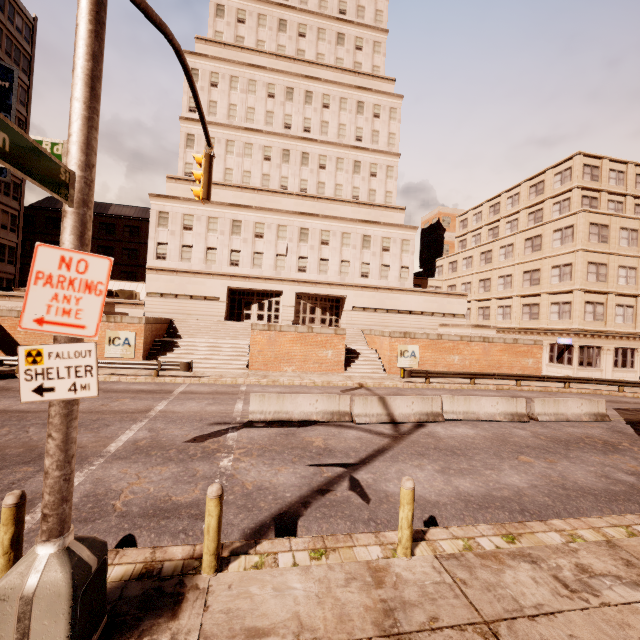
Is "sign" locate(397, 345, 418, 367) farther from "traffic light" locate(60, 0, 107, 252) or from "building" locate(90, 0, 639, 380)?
"traffic light" locate(60, 0, 107, 252)

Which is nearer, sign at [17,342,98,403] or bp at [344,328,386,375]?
sign at [17,342,98,403]

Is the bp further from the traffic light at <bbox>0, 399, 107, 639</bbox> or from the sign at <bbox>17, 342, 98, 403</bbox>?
the sign at <bbox>17, 342, 98, 403</bbox>

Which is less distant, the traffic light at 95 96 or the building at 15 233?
the traffic light at 95 96

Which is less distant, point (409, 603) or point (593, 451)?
point (409, 603)

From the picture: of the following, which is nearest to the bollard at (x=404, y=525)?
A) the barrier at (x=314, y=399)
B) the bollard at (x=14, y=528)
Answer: the bollard at (x=14, y=528)

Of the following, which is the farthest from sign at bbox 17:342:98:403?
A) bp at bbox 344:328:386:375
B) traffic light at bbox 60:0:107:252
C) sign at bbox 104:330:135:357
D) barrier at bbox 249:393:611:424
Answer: bp at bbox 344:328:386:375

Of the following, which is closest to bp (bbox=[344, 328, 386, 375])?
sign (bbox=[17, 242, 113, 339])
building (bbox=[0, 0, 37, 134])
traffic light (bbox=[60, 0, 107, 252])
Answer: traffic light (bbox=[60, 0, 107, 252])
